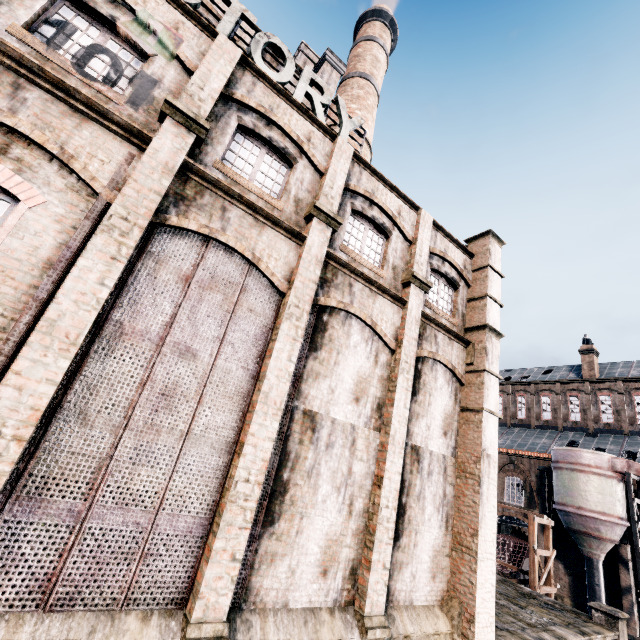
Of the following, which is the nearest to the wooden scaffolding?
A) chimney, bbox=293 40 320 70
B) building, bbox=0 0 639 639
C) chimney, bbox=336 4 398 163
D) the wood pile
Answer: building, bbox=0 0 639 639

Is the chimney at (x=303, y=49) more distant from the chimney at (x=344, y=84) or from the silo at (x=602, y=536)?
the silo at (x=602, y=536)

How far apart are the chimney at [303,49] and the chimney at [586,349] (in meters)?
43.47

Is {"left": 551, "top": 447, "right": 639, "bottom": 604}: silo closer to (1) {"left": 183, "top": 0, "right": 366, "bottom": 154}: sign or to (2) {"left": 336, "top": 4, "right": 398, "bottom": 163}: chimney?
(2) {"left": 336, "top": 4, "right": 398, "bottom": 163}: chimney

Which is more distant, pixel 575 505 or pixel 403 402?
pixel 575 505

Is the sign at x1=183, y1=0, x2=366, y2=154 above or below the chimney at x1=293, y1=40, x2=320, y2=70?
below

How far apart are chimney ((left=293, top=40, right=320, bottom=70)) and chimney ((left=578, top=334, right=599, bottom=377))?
43.47m

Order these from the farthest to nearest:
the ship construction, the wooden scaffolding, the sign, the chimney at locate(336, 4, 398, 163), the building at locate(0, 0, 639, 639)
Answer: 1. the ship construction
2. the chimney at locate(336, 4, 398, 163)
3. the wooden scaffolding
4. the sign
5. the building at locate(0, 0, 639, 639)
